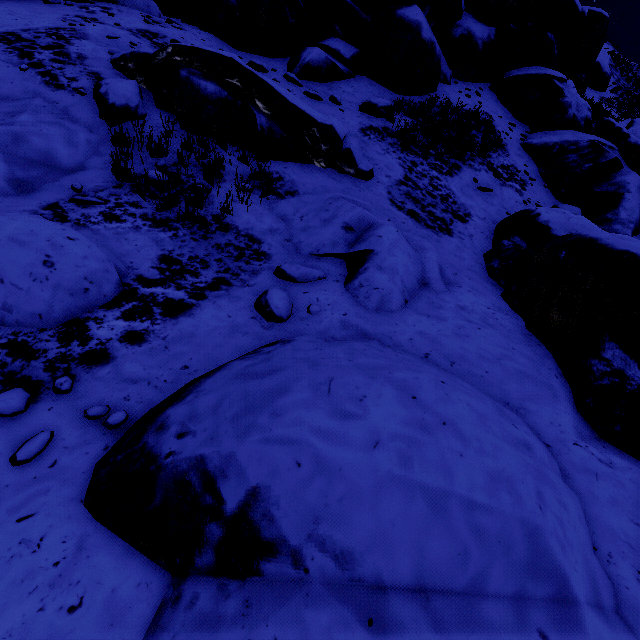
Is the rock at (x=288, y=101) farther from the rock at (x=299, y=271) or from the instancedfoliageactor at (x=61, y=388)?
the instancedfoliageactor at (x=61, y=388)

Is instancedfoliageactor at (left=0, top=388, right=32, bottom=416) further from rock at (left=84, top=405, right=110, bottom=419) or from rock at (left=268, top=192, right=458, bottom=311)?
rock at (left=268, top=192, right=458, bottom=311)

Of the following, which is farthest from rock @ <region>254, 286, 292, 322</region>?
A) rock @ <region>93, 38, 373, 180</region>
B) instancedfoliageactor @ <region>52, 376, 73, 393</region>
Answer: instancedfoliageactor @ <region>52, 376, 73, 393</region>

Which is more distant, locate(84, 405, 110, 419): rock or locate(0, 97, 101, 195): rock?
locate(0, 97, 101, 195): rock

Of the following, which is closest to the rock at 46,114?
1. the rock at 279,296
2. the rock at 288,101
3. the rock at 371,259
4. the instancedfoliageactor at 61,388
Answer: the rock at 288,101

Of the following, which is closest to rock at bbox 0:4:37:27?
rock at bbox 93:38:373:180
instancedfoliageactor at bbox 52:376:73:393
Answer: instancedfoliageactor at bbox 52:376:73:393

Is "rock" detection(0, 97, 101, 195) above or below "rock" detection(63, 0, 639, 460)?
below

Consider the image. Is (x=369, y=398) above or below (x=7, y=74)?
above
